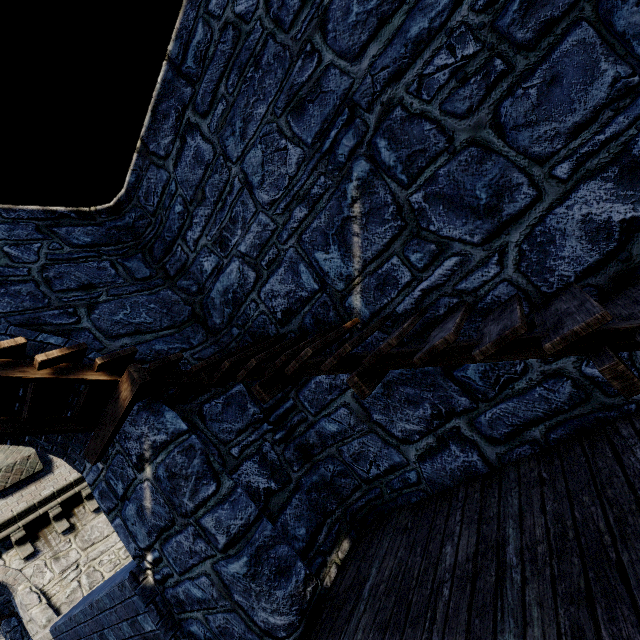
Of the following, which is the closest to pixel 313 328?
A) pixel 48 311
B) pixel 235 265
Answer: pixel 235 265
